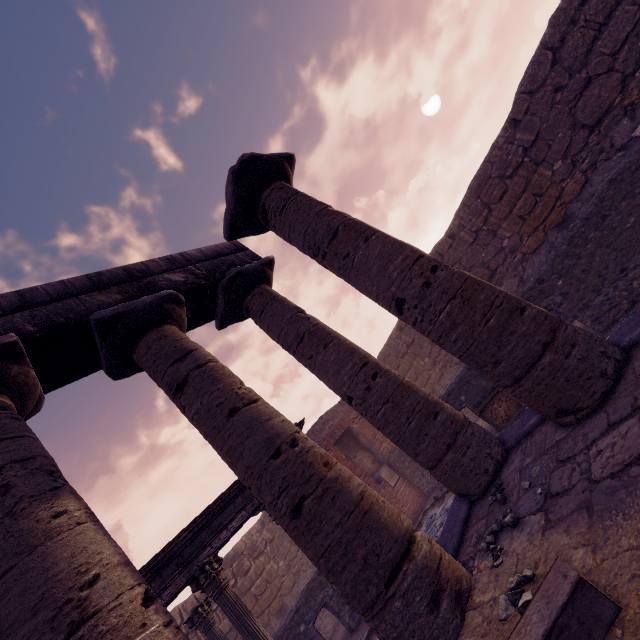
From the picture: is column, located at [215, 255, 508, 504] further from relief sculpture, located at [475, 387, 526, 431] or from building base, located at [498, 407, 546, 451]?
relief sculpture, located at [475, 387, 526, 431]

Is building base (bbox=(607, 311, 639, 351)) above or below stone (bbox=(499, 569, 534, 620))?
above

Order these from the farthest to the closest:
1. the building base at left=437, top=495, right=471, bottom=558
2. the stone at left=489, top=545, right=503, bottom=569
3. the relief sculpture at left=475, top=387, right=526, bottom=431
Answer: the relief sculpture at left=475, top=387, right=526, bottom=431 → the building base at left=437, top=495, right=471, bottom=558 → the stone at left=489, top=545, right=503, bottom=569

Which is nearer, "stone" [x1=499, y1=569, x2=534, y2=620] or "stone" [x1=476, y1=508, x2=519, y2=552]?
"stone" [x1=499, y1=569, x2=534, y2=620]

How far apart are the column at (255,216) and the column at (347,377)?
0.64m

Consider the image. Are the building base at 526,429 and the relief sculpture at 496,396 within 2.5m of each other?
no

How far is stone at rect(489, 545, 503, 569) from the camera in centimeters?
305cm

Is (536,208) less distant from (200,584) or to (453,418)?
(453,418)
